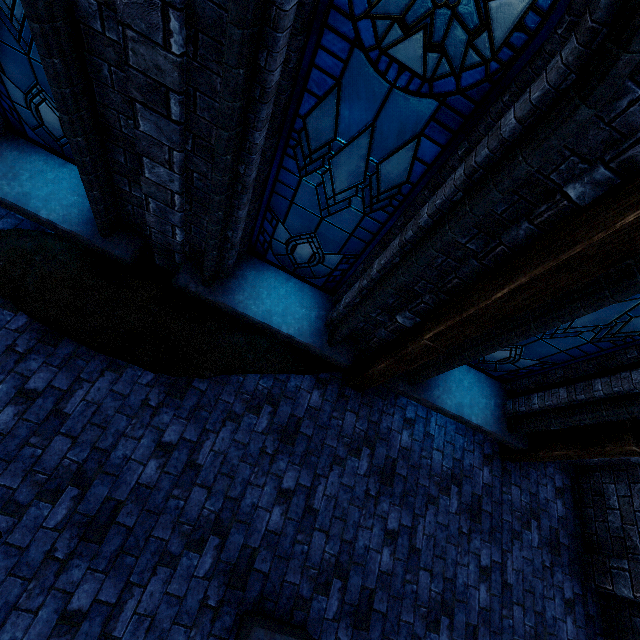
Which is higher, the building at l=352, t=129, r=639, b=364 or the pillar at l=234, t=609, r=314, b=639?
the building at l=352, t=129, r=639, b=364

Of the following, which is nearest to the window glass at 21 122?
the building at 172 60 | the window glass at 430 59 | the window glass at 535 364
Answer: the building at 172 60

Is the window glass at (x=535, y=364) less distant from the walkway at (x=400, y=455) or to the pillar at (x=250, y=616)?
the walkway at (x=400, y=455)

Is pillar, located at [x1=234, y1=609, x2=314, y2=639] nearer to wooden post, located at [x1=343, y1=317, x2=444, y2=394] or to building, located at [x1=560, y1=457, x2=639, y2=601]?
building, located at [x1=560, y1=457, x2=639, y2=601]

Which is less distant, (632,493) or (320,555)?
(320,555)

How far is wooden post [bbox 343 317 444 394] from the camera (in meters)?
3.34

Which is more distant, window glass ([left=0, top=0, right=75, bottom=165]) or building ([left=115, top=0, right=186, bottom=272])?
window glass ([left=0, top=0, right=75, bottom=165])

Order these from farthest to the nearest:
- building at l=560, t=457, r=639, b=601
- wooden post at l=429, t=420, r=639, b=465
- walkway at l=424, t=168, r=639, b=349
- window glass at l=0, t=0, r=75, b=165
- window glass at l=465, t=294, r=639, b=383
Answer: building at l=560, t=457, r=639, b=601, wooden post at l=429, t=420, r=639, b=465, window glass at l=465, t=294, r=639, b=383, window glass at l=0, t=0, r=75, b=165, walkway at l=424, t=168, r=639, b=349
